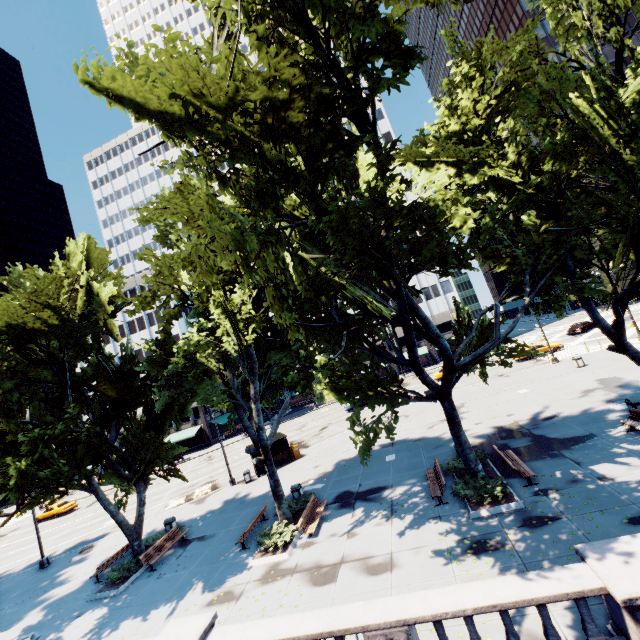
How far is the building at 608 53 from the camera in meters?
58.3

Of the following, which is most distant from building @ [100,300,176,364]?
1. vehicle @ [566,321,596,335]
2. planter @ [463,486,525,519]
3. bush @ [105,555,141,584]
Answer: planter @ [463,486,525,519]

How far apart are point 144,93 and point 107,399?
15.8 meters

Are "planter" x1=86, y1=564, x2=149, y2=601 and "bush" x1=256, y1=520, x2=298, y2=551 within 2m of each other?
no

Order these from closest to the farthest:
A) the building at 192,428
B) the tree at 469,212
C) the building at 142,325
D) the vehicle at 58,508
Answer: the tree at 469,212 < the vehicle at 58,508 < the building at 192,428 < the building at 142,325

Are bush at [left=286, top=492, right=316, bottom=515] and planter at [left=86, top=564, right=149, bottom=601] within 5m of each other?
no

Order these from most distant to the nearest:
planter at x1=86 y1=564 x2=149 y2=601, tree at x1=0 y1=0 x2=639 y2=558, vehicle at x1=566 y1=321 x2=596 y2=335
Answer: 1. vehicle at x1=566 y1=321 x2=596 y2=335
2. planter at x1=86 y1=564 x2=149 y2=601
3. tree at x1=0 y1=0 x2=639 y2=558

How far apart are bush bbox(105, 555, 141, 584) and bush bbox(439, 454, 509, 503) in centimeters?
1636cm
